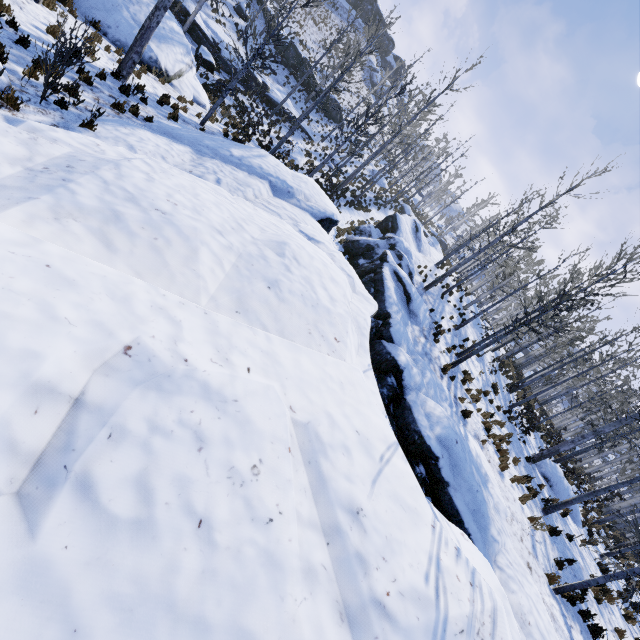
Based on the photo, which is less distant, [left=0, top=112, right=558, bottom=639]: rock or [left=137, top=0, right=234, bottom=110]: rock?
[left=0, top=112, right=558, bottom=639]: rock

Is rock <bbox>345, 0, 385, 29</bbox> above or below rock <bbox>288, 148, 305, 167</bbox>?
above

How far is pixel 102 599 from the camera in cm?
150

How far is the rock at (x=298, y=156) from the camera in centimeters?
2289cm

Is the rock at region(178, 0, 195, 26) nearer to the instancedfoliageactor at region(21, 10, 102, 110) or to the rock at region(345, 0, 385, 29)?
the instancedfoliageactor at region(21, 10, 102, 110)

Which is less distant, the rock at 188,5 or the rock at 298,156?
the rock at 188,5

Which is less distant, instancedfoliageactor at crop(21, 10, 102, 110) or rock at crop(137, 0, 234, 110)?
instancedfoliageactor at crop(21, 10, 102, 110)

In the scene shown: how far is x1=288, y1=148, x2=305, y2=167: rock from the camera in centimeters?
2289cm
